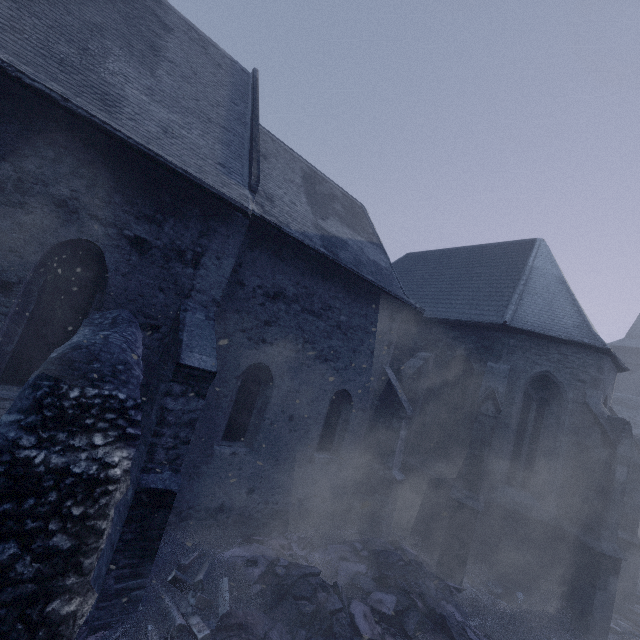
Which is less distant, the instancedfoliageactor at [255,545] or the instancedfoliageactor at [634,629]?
the instancedfoliageactor at [255,545]

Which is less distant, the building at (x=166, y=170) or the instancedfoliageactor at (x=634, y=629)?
the building at (x=166, y=170)

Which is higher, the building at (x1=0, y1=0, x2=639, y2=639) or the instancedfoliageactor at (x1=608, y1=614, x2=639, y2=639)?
the building at (x1=0, y1=0, x2=639, y2=639)

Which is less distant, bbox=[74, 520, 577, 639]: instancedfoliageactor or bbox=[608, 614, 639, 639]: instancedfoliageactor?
bbox=[74, 520, 577, 639]: instancedfoliageactor

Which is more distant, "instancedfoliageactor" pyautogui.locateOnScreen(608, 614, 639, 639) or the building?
"instancedfoliageactor" pyautogui.locateOnScreen(608, 614, 639, 639)

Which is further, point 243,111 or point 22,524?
point 243,111
